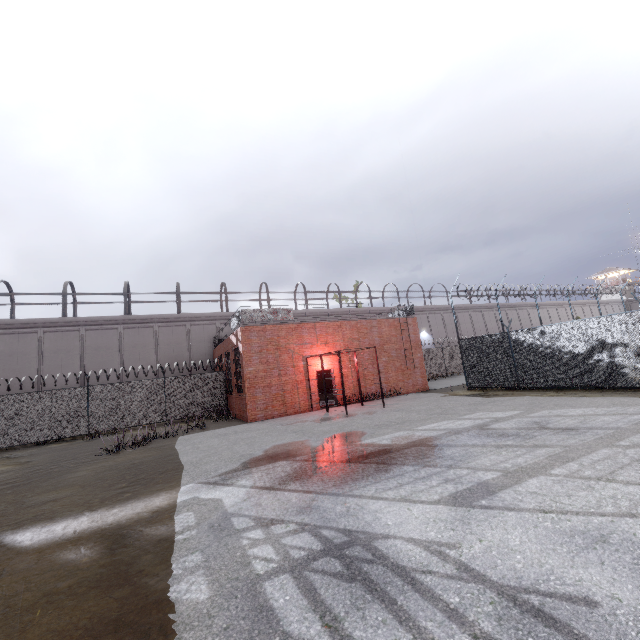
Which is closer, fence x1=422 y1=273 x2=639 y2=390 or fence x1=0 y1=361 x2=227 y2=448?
fence x1=422 y1=273 x2=639 y2=390

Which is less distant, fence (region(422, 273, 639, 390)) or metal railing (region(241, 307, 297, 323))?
fence (region(422, 273, 639, 390))

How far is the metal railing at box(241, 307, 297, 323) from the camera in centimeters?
1725cm

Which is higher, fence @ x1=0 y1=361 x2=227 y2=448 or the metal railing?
the metal railing

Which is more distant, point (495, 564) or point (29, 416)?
point (29, 416)

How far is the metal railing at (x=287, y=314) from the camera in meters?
17.2 m

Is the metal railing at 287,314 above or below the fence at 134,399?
above
